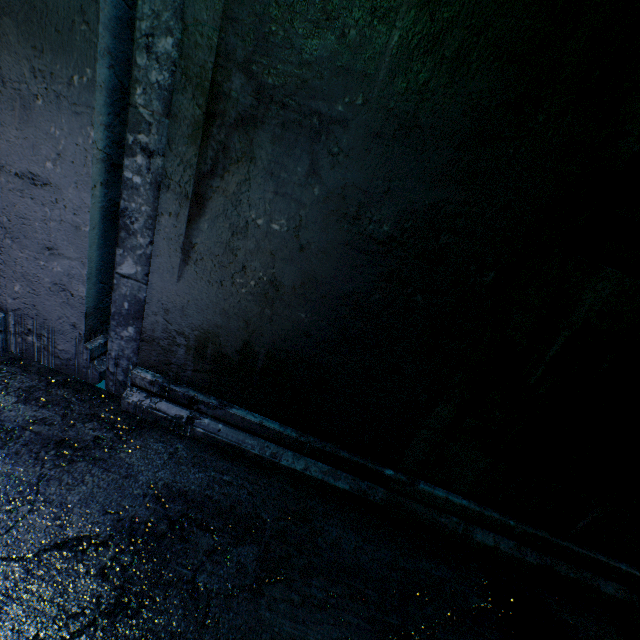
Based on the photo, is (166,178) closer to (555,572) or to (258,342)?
(258,342)
